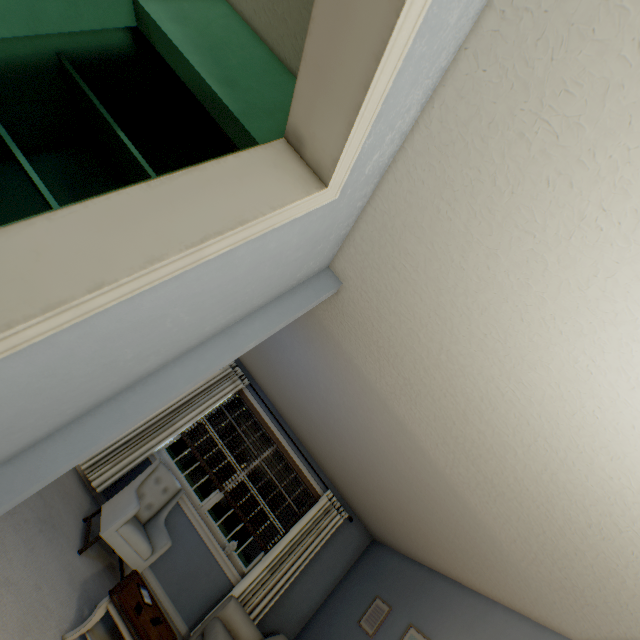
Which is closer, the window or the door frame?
the door frame

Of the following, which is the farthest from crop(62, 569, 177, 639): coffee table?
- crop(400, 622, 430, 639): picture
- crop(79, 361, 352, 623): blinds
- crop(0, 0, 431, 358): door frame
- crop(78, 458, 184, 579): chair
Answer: crop(0, 0, 431, 358): door frame

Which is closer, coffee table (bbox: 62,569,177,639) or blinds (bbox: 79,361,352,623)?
coffee table (bbox: 62,569,177,639)

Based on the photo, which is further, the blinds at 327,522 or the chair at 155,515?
A: the blinds at 327,522

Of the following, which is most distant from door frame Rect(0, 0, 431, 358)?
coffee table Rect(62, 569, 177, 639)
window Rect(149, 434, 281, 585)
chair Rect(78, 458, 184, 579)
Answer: window Rect(149, 434, 281, 585)

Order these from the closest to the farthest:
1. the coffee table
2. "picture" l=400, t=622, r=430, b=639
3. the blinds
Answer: the coffee table → "picture" l=400, t=622, r=430, b=639 → the blinds

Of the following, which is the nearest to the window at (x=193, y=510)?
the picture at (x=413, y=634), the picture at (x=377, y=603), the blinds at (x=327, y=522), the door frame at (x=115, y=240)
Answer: the blinds at (x=327, y=522)

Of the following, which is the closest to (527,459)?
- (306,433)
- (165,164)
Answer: (165,164)
